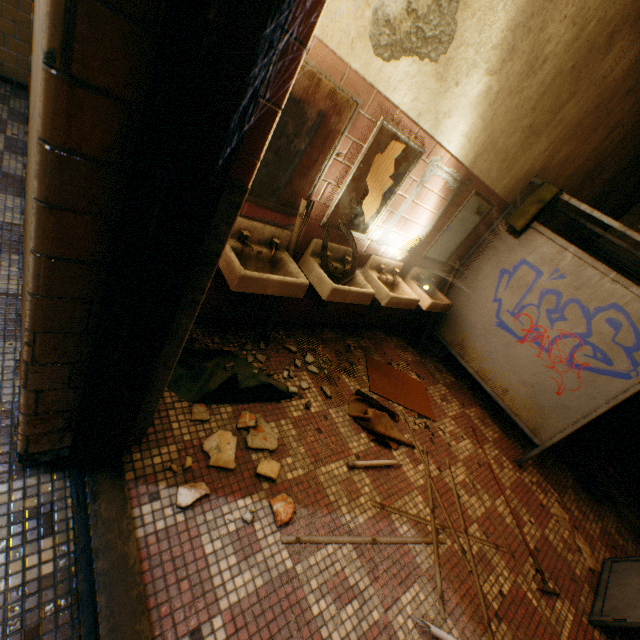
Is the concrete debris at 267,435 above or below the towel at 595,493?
below

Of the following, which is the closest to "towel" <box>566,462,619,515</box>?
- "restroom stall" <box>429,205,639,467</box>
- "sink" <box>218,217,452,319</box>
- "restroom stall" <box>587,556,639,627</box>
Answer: "restroom stall" <box>429,205,639,467</box>

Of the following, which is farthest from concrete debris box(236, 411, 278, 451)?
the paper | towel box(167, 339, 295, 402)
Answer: the paper

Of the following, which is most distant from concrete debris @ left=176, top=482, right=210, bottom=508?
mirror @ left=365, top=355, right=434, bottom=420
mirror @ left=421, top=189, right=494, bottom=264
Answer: mirror @ left=421, top=189, right=494, bottom=264

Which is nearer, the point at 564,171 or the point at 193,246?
the point at 193,246

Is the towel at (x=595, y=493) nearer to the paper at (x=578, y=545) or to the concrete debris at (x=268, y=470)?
the paper at (x=578, y=545)

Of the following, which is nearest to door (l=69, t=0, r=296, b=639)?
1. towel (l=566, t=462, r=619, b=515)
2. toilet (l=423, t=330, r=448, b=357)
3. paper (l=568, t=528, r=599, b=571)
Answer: paper (l=568, t=528, r=599, b=571)

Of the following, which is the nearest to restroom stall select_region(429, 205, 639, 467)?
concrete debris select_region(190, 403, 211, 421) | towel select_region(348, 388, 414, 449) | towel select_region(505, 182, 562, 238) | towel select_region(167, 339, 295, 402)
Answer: towel select_region(505, 182, 562, 238)
